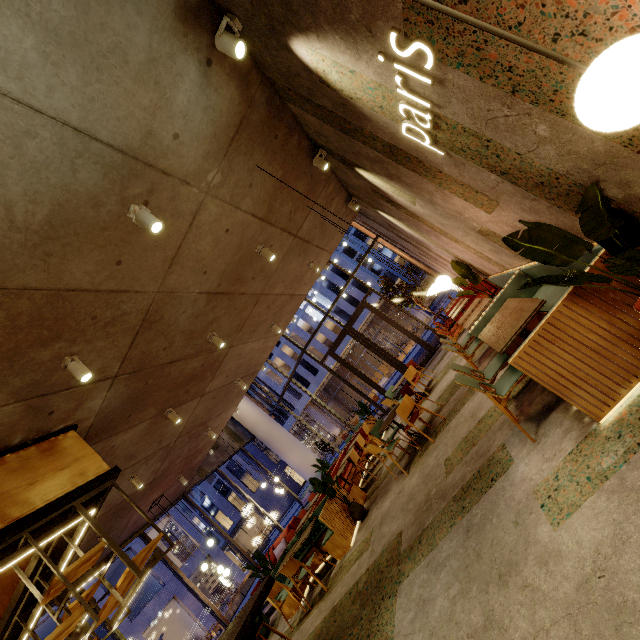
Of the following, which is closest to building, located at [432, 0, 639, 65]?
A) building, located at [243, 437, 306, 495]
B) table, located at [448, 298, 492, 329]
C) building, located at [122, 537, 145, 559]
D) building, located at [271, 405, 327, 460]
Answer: table, located at [448, 298, 492, 329]

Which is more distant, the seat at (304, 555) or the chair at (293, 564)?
the seat at (304, 555)

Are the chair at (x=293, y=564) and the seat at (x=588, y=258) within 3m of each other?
no

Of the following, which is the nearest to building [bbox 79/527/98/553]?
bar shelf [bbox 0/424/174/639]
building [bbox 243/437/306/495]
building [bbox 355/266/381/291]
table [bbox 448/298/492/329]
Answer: bar shelf [bbox 0/424/174/639]

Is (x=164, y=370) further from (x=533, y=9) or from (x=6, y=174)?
(x=533, y=9)

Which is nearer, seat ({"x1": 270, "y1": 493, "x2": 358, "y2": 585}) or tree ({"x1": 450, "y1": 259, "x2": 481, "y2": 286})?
seat ({"x1": 270, "y1": 493, "x2": 358, "y2": 585})

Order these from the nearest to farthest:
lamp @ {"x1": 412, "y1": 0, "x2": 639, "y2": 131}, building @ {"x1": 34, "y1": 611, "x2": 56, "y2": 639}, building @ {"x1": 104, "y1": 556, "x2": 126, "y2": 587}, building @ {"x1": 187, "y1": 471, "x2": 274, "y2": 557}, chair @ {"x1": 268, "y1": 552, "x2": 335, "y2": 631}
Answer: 1. lamp @ {"x1": 412, "y1": 0, "x2": 639, "y2": 131}
2. chair @ {"x1": 268, "y1": 552, "x2": 335, "y2": 631}
3. building @ {"x1": 34, "y1": 611, "x2": 56, "y2": 639}
4. building @ {"x1": 104, "y1": 556, "x2": 126, "y2": 587}
5. building @ {"x1": 187, "y1": 471, "x2": 274, "y2": 557}

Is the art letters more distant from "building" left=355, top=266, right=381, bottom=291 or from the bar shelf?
"building" left=355, top=266, right=381, bottom=291
